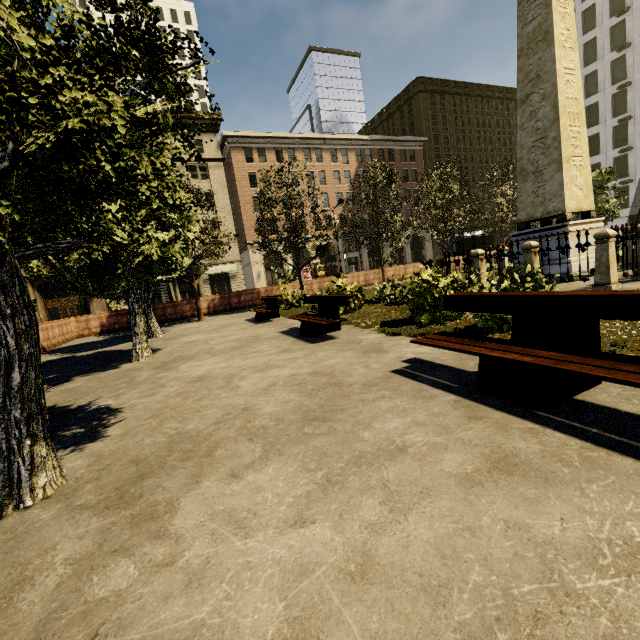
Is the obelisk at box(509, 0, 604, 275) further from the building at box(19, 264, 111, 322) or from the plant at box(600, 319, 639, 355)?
the building at box(19, 264, 111, 322)

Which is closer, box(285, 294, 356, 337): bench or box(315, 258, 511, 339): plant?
box(315, 258, 511, 339): plant

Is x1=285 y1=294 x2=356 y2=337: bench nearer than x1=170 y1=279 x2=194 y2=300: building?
Yes

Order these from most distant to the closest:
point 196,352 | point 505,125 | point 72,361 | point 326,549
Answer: point 505,125
point 72,361
point 196,352
point 326,549

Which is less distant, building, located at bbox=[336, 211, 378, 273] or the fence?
the fence

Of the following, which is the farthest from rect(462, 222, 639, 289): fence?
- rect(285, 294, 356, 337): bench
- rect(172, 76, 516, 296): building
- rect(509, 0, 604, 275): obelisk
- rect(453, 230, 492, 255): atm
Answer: rect(172, 76, 516, 296): building

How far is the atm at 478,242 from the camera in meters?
29.8

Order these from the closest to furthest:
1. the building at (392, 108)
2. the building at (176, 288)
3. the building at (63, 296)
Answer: the building at (63, 296)
the building at (176, 288)
the building at (392, 108)
